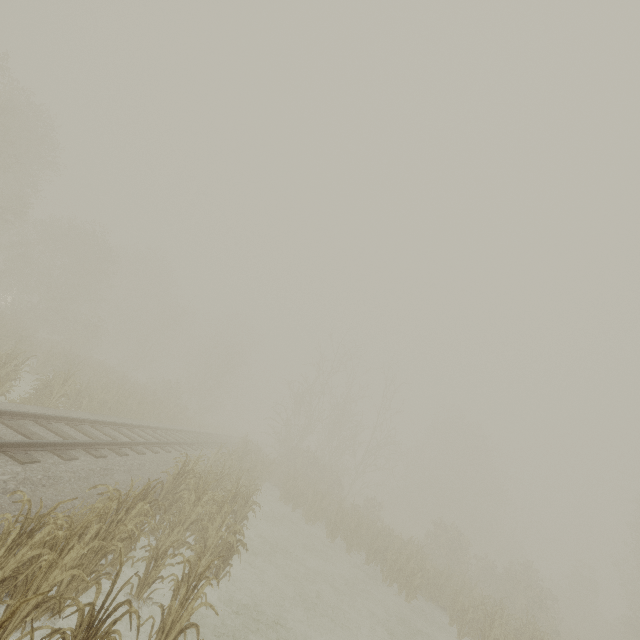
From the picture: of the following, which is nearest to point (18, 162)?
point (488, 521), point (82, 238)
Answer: point (82, 238)
